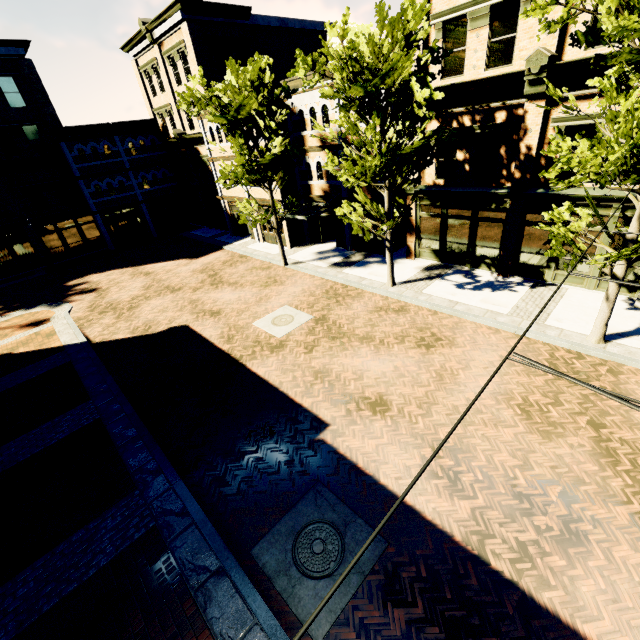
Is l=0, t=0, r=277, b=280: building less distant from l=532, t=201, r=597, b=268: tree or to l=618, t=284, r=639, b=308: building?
l=618, t=284, r=639, b=308: building

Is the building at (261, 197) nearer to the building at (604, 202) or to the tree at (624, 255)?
the building at (604, 202)

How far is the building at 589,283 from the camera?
12.89m

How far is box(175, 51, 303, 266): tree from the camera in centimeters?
1427cm

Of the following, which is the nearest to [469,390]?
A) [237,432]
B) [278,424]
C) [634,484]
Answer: [634,484]

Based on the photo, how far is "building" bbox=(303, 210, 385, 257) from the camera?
19.6 meters

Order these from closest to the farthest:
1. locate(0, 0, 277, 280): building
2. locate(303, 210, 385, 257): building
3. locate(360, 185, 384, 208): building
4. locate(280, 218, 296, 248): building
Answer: locate(360, 185, 384, 208): building < locate(303, 210, 385, 257): building < locate(280, 218, 296, 248): building < locate(0, 0, 277, 280): building
